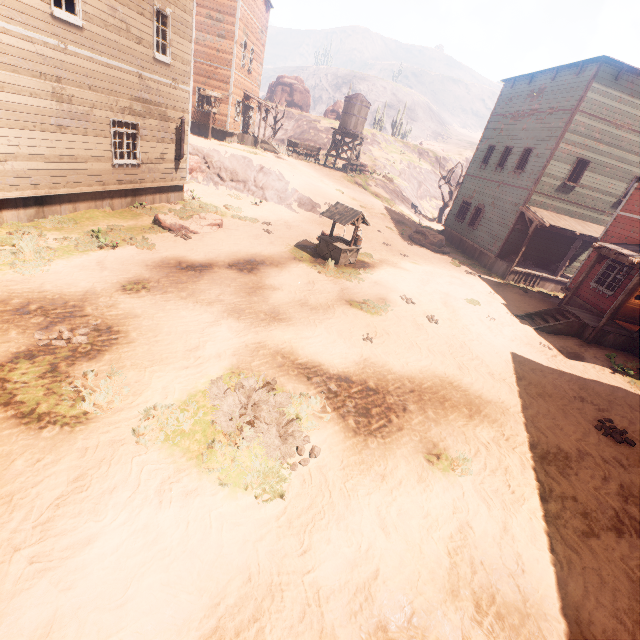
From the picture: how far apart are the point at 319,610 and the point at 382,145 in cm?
5149

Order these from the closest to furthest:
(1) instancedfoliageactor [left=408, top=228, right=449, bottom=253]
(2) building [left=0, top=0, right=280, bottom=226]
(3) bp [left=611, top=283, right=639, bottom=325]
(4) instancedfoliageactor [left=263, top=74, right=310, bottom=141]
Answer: (2) building [left=0, top=0, right=280, bottom=226]
(3) bp [left=611, top=283, right=639, bottom=325]
(1) instancedfoliageactor [left=408, top=228, right=449, bottom=253]
(4) instancedfoliageactor [left=263, top=74, right=310, bottom=141]

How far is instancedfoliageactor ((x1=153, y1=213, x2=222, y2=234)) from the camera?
12.4 meters

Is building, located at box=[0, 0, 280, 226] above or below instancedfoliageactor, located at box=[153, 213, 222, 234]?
above

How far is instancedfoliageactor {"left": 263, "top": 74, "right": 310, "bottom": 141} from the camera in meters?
34.1

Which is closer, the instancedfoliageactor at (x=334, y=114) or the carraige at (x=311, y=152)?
the carraige at (x=311, y=152)

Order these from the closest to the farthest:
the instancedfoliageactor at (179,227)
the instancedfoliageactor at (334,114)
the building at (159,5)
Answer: the building at (159,5) → the instancedfoliageactor at (179,227) → the instancedfoliageactor at (334,114)

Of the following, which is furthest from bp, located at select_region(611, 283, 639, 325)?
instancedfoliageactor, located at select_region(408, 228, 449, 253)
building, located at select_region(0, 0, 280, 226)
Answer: instancedfoliageactor, located at select_region(408, 228, 449, 253)
